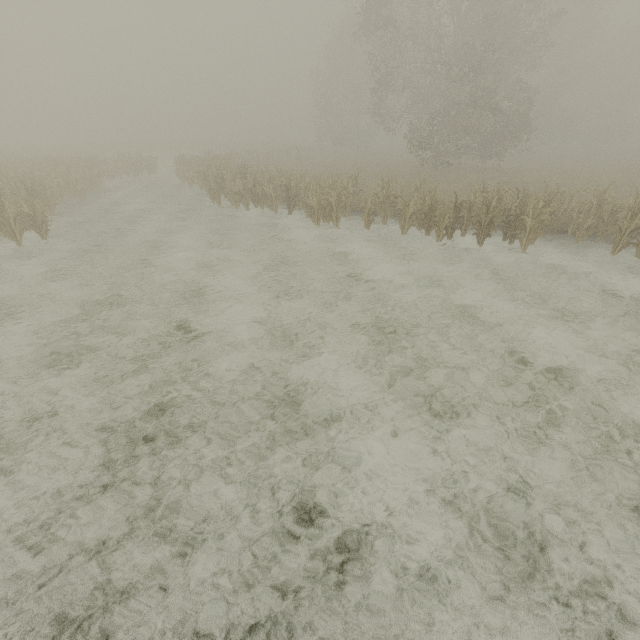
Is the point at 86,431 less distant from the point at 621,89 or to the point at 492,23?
the point at 492,23
